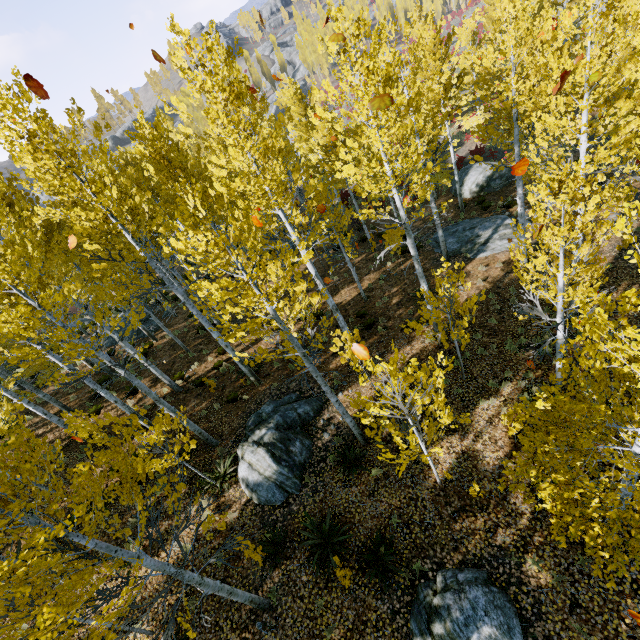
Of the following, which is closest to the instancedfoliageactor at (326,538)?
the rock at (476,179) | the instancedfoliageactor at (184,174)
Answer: the instancedfoliageactor at (184,174)

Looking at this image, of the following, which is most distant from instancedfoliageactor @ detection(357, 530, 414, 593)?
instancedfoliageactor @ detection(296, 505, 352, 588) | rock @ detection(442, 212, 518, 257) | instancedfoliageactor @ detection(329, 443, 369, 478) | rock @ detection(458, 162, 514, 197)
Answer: rock @ detection(458, 162, 514, 197)

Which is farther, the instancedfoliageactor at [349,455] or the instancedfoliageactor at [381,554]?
the instancedfoliageactor at [349,455]

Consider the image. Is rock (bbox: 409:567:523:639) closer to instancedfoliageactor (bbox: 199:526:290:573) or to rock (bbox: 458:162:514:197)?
instancedfoliageactor (bbox: 199:526:290:573)

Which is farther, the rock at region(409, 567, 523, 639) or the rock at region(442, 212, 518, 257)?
the rock at region(442, 212, 518, 257)

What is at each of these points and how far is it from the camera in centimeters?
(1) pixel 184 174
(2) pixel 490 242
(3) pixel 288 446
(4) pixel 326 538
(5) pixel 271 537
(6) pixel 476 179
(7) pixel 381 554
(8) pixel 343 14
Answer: (1) instancedfoliageactor, 965cm
(2) rock, 1627cm
(3) rock, 993cm
(4) instancedfoliageactor, 777cm
(5) instancedfoliageactor, 823cm
(6) rock, 2181cm
(7) instancedfoliageactor, 722cm
(8) instancedfoliageactor, 628cm

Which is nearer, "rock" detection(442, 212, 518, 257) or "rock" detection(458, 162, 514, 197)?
"rock" detection(442, 212, 518, 257)

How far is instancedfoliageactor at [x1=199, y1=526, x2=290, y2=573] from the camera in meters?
5.7
